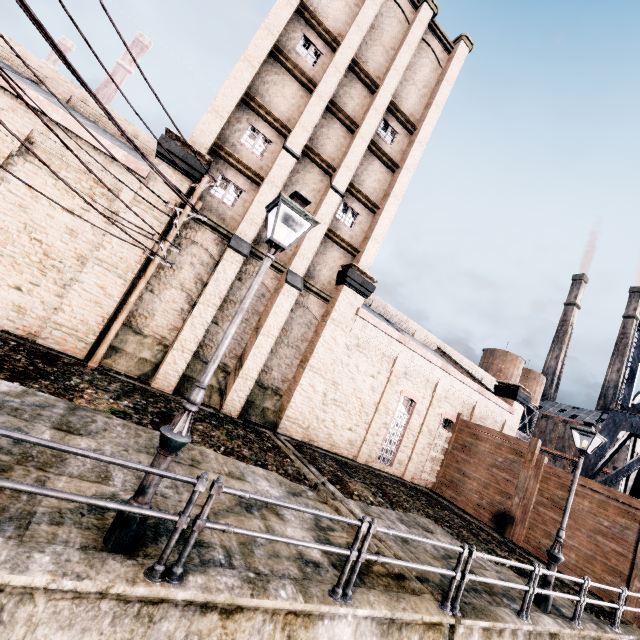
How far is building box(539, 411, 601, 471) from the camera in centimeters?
5546cm

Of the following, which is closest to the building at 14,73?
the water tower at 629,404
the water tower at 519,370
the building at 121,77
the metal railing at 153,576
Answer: the water tower at 629,404

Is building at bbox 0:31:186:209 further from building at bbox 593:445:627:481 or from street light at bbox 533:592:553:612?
building at bbox 593:445:627:481

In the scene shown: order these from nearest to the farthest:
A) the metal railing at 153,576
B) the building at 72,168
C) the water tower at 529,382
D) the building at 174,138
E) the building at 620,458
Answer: the metal railing at 153,576
the building at 72,168
the building at 174,138
the building at 620,458
the water tower at 529,382

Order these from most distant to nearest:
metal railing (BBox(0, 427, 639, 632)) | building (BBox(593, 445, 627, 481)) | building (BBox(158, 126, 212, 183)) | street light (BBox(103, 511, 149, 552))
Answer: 1. building (BBox(593, 445, 627, 481))
2. building (BBox(158, 126, 212, 183))
3. street light (BBox(103, 511, 149, 552))
4. metal railing (BBox(0, 427, 639, 632))

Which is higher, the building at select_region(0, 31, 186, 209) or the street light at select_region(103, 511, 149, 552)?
the building at select_region(0, 31, 186, 209)

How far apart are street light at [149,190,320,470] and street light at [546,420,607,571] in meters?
11.3 m

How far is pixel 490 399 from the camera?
24.7m
